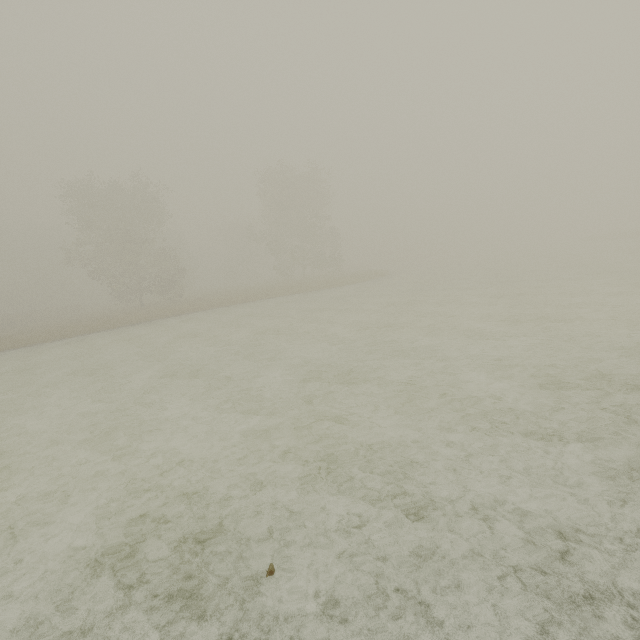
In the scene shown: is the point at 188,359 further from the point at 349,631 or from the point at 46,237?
the point at 46,237
